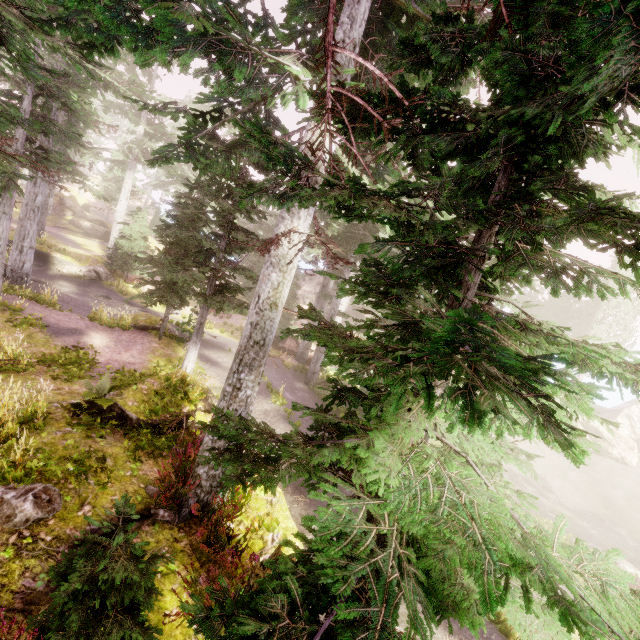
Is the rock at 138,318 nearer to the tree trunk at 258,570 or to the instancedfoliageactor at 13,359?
the instancedfoliageactor at 13,359

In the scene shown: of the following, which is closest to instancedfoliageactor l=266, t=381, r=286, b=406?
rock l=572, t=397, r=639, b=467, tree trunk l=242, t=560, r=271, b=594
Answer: rock l=572, t=397, r=639, b=467

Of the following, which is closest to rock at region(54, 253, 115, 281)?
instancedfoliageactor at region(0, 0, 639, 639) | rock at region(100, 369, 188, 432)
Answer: instancedfoliageactor at region(0, 0, 639, 639)

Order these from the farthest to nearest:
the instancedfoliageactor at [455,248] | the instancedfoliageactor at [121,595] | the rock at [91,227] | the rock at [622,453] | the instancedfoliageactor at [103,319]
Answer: the rock at [91,227] → the rock at [622,453] → the instancedfoliageactor at [103,319] → the instancedfoliageactor at [121,595] → the instancedfoliageactor at [455,248]

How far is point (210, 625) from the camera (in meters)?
2.11

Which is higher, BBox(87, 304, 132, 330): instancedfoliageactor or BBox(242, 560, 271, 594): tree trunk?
BBox(242, 560, 271, 594): tree trunk

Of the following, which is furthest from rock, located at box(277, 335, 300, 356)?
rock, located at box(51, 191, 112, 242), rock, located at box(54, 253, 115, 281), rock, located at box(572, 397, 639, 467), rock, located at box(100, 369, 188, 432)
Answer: rock, located at box(54, 253, 115, 281)

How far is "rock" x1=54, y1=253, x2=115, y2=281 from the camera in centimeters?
2561cm
